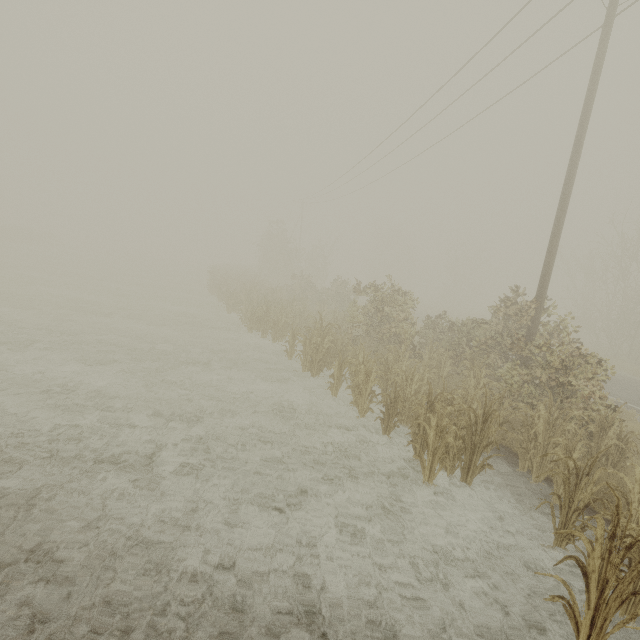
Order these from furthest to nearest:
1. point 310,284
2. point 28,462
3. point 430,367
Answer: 1. point 310,284
2. point 430,367
3. point 28,462

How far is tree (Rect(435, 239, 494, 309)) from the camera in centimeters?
5041cm

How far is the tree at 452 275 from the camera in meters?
50.4
